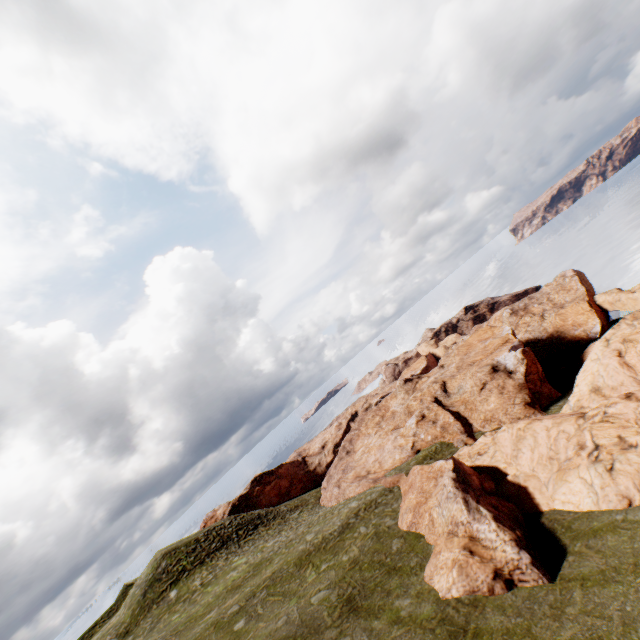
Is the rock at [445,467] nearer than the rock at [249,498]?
Yes

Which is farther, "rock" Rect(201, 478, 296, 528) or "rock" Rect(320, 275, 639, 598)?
"rock" Rect(201, 478, 296, 528)

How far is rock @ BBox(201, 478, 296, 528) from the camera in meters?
54.1

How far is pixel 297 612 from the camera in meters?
17.6 m

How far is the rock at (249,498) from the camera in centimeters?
5409cm
